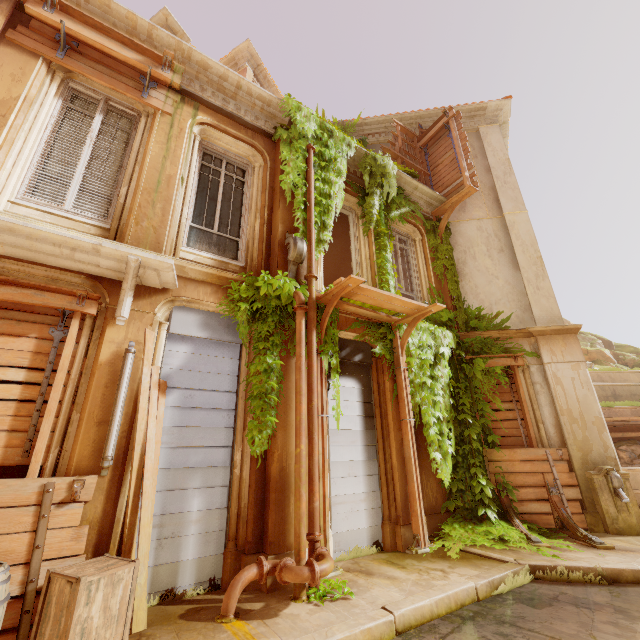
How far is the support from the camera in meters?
4.2

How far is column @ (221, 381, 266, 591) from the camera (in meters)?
4.36

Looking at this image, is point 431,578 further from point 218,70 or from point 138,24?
point 138,24

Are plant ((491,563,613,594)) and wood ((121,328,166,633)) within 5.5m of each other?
yes

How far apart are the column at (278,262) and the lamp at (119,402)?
2.5 meters

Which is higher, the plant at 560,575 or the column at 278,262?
the column at 278,262

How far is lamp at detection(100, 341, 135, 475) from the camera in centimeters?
382cm

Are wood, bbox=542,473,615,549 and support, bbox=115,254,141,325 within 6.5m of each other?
no
